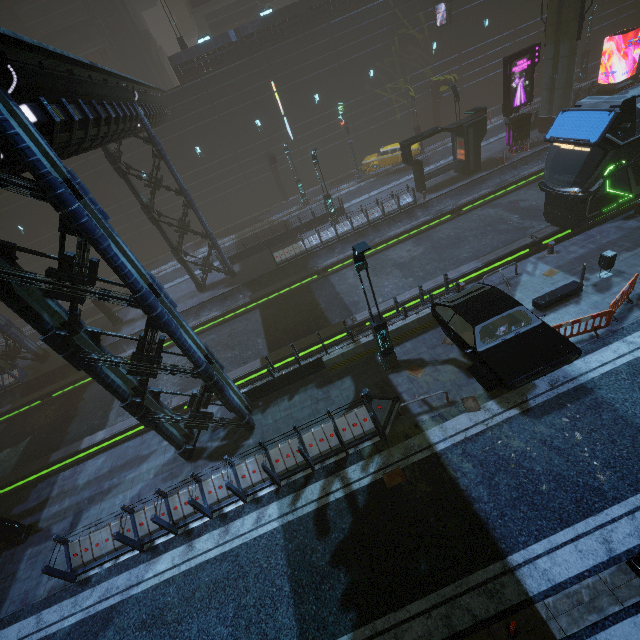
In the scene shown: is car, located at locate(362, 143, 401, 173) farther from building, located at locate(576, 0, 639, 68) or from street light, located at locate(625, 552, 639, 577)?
street light, located at locate(625, 552, 639, 577)

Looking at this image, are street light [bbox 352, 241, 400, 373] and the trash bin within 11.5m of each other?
yes

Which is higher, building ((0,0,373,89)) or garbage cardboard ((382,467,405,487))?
building ((0,0,373,89))

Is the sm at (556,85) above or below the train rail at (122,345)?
above

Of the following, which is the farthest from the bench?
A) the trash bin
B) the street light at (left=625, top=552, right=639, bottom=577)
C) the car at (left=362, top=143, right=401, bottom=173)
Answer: the car at (left=362, top=143, right=401, bottom=173)

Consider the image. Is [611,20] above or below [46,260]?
below

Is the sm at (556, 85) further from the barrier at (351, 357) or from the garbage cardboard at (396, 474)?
the garbage cardboard at (396, 474)

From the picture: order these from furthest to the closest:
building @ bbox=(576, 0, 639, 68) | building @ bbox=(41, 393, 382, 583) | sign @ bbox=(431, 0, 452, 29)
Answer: building @ bbox=(576, 0, 639, 68) → sign @ bbox=(431, 0, 452, 29) → building @ bbox=(41, 393, 382, 583)
